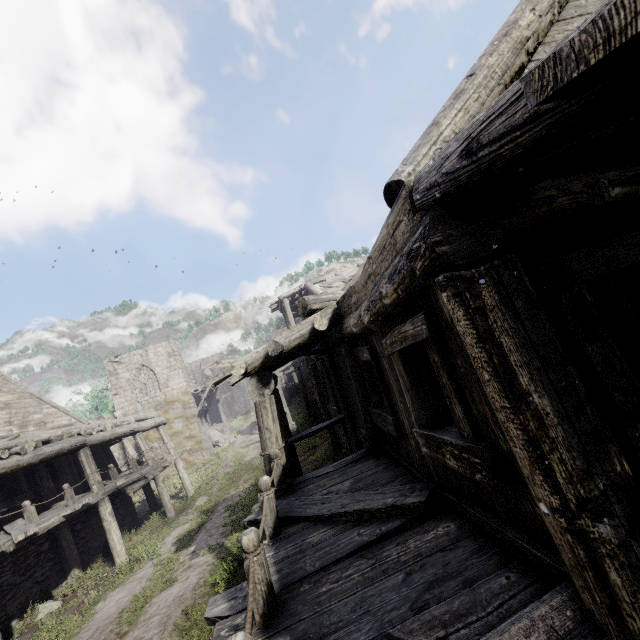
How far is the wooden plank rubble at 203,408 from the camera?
29.3m

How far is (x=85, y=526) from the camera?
14.0 meters

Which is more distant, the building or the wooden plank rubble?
the wooden plank rubble

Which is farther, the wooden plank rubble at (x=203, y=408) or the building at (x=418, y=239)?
the wooden plank rubble at (x=203, y=408)

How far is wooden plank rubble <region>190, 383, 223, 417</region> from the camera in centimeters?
2932cm
